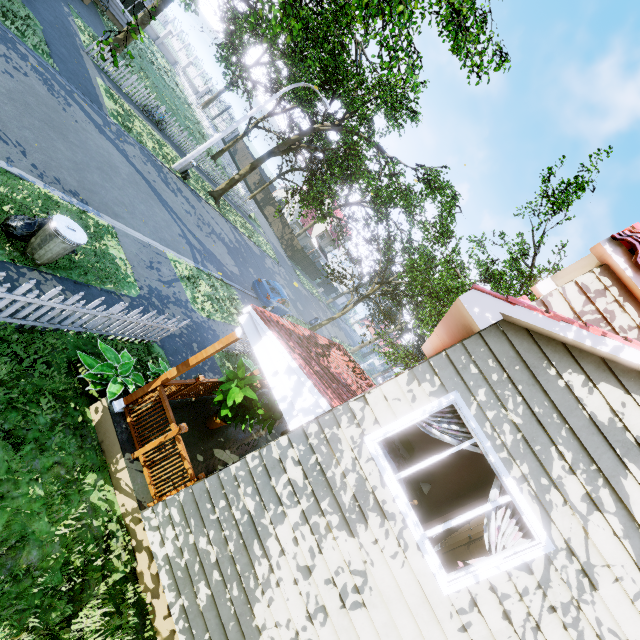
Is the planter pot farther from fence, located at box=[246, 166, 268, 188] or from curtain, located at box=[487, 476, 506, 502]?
curtain, located at box=[487, 476, 506, 502]

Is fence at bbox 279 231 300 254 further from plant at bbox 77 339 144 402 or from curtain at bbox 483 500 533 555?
curtain at bbox 483 500 533 555

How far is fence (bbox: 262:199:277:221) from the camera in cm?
4281

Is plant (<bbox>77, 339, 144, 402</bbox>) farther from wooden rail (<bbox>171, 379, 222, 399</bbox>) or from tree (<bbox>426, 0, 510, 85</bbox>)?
tree (<bbox>426, 0, 510, 85</bbox>)

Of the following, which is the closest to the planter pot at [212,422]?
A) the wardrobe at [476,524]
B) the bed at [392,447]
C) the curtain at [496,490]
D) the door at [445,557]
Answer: the bed at [392,447]

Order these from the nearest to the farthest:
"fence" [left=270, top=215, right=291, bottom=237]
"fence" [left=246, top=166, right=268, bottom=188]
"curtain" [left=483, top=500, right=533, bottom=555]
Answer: "curtain" [left=483, top=500, right=533, bottom=555]
"fence" [left=270, top=215, right=291, bottom=237]
"fence" [left=246, top=166, right=268, bottom=188]

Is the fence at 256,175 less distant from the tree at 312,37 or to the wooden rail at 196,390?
the tree at 312,37

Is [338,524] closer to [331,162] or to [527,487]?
[527,487]
